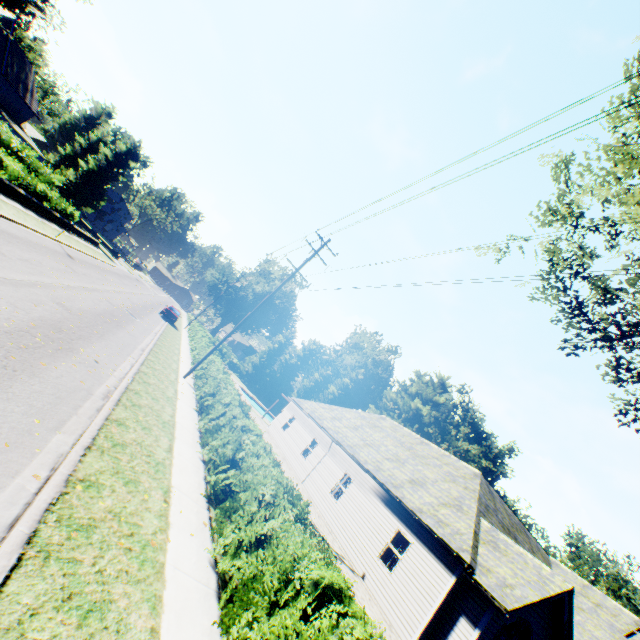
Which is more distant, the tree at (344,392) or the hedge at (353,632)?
the tree at (344,392)

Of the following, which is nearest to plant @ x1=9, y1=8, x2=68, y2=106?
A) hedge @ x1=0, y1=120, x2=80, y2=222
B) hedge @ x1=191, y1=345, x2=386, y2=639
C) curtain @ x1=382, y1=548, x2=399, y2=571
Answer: hedge @ x1=0, y1=120, x2=80, y2=222

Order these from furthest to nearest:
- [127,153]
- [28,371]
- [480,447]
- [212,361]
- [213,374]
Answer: [480,447]
[127,153]
[212,361]
[213,374]
[28,371]

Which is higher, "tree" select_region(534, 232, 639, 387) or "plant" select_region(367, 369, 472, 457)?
"plant" select_region(367, 369, 472, 457)

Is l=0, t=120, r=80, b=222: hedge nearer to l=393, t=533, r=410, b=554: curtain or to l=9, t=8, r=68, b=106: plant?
l=9, t=8, r=68, b=106: plant

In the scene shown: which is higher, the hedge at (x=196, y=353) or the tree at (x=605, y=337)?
the tree at (x=605, y=337)

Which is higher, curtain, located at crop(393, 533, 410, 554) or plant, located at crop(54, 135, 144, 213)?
plant, located at crop(54, 135, 144, 213)

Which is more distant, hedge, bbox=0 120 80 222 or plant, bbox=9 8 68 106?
plant, bbox=9 8 68 106
